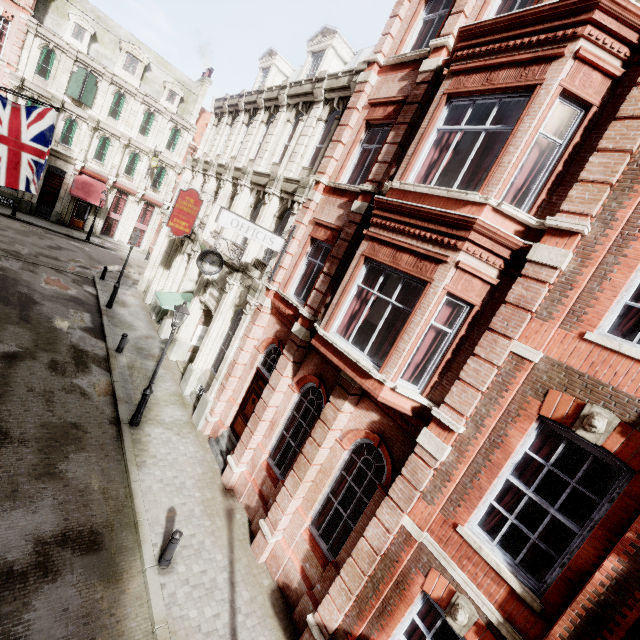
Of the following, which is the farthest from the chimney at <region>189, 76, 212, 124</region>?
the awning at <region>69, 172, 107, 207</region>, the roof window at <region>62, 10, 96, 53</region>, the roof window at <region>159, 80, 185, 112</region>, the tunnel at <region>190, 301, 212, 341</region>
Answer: the tunnel at <region>190, 301, 212, 341</region>

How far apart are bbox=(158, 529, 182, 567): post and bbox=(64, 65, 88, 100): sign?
34.03m

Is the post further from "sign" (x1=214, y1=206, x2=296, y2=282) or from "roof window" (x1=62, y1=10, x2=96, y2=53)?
"roof window" (x1=62, y1=10, x2=96, y2=53)

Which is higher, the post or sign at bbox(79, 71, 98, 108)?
sign at bbox(79, 71, 98, 108)

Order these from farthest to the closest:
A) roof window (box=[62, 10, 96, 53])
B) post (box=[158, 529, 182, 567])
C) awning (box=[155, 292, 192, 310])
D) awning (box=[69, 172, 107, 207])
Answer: awning (box=[69, 172, 107, 207]) < roof window (box=[62, 10, 96, 53]) < awning (box=[155, 292, 192, 310]) < post (box=[158, 529, 182, 567])

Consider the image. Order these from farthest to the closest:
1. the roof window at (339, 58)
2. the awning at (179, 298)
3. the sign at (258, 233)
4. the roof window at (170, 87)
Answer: the roof window at (170, 87) → the awning at (179, 298) → the roof window at (339, 58) → the sign at (258, 233)

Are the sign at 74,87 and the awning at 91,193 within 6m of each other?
yes

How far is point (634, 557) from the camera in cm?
414
